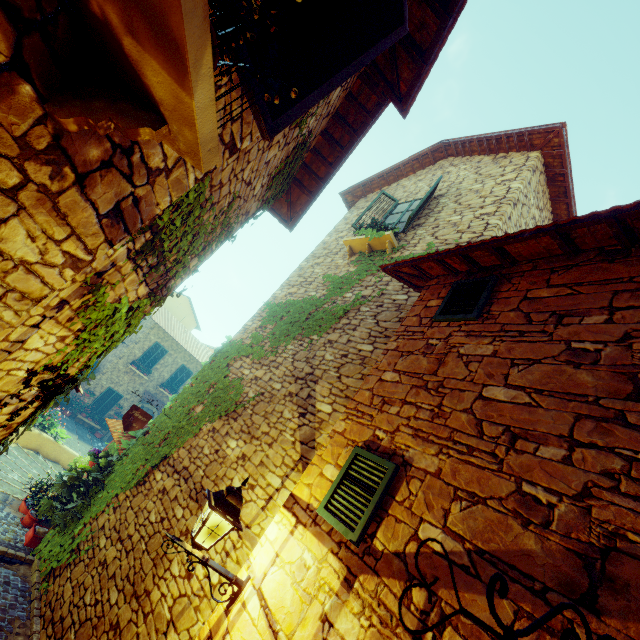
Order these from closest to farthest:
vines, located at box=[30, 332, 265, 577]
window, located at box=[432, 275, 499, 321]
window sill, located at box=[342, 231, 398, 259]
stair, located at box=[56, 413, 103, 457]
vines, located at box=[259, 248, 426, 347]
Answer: window, located at box=[432, 275, 499, 321] → vines, located at box=[30, 332, 265, 577] → vines, located at box=[259, 248, 426, 347] → window sill, located at box=[342, 231, 398, 259] → stair, located at box=[56, 413, 103, 457]

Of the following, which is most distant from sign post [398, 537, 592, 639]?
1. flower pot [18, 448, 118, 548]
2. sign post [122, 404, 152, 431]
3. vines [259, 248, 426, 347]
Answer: flower pot [18, 448, 118, 548]

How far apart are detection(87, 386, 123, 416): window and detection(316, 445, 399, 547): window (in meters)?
21.24

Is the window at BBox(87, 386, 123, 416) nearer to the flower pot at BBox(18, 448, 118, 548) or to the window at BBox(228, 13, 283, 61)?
the flower pot at BBox(18, 448, 118, 548)

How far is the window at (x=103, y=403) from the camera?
19.3 meters

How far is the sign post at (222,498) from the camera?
2.8 meters

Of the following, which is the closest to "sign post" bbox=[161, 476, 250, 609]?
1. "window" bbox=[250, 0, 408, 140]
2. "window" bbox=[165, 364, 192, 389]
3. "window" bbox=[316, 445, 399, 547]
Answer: "window" bbox=[316, 445, 399, 547]

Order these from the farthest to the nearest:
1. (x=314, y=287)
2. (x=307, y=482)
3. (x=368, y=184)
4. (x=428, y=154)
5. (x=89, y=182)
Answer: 1. (x=368, y=184)
2. (x=428, y=154)
3. (x=314, y=287)
4. (x=307, y=482)
5. (x=89, y=182)
